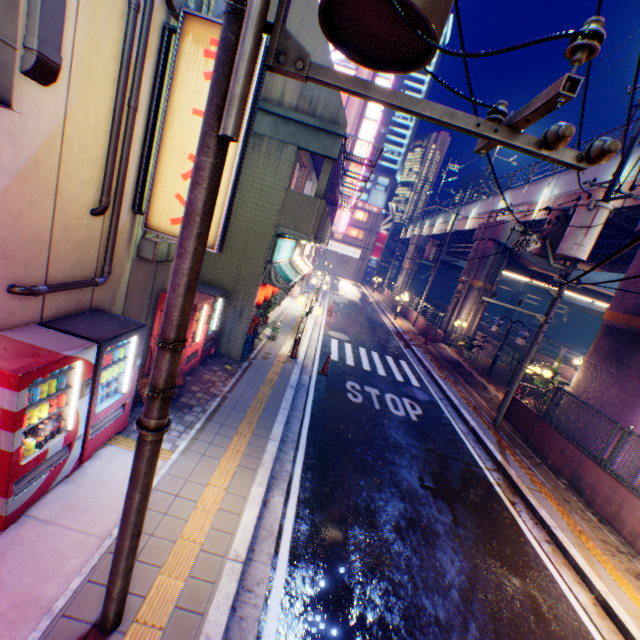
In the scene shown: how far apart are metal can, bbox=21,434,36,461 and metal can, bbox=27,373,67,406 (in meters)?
0.49

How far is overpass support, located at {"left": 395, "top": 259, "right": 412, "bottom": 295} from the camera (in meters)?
43.66

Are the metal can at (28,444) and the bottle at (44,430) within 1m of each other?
yes

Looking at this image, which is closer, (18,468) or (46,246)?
(18,468)

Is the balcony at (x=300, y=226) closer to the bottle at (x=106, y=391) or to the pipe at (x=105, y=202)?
the pipe at (x=105, y=202)

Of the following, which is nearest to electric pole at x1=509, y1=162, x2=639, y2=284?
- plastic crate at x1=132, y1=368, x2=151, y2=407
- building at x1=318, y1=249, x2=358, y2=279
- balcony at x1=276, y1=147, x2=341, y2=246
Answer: plastic crate at x1=132, y1=368, x2=151, y2=407

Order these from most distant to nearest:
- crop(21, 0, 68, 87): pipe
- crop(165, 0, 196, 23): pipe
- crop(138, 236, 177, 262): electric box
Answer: crop(138, 236, 177, 262): electric box
crop(165, 0, 196, 23): pipe
crop(21, 0, 68, 87): pipe

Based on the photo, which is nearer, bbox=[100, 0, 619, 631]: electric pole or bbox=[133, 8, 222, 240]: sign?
bbox=[100, 0, 619, 631]: electric pole
